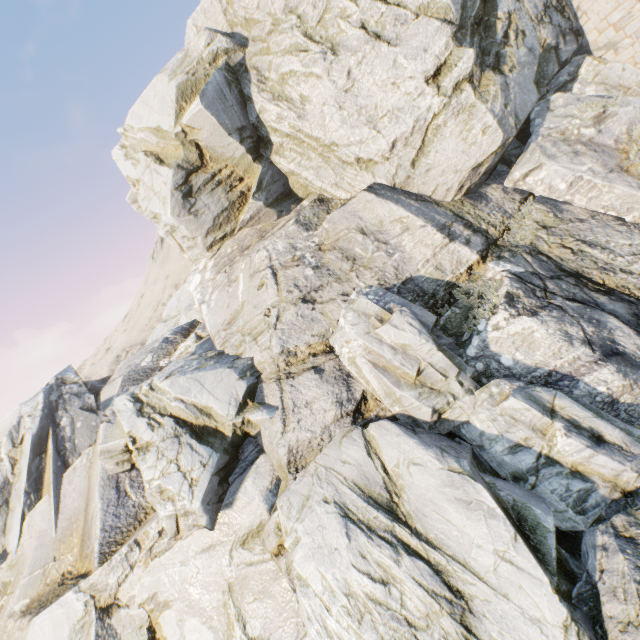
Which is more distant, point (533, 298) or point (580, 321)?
point (533, 298)
